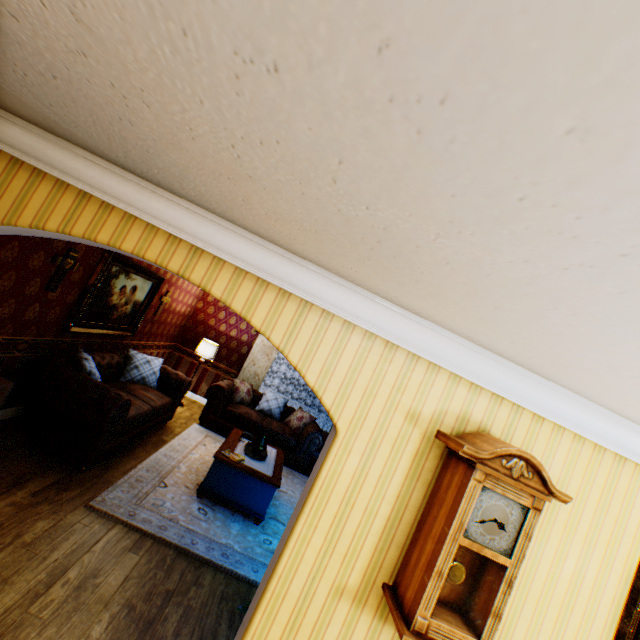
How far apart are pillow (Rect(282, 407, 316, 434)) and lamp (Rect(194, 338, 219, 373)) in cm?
254

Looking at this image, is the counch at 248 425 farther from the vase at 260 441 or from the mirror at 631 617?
the mirror at 631 617

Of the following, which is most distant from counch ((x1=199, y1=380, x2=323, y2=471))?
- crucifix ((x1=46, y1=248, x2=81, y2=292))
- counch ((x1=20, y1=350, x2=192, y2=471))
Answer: crucifix ((x1=46, y1=248, x2=81, y2=292))

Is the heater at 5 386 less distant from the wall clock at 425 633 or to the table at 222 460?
the table at 222 460

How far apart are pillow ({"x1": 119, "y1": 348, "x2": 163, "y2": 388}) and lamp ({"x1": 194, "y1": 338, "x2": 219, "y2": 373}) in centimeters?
153cm

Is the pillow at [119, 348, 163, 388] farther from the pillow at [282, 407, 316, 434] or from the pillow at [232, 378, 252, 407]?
the pillow at [282, 407, 316, 434]

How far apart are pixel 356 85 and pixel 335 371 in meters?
1.7 m

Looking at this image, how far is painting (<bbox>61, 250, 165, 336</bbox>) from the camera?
4.84m
